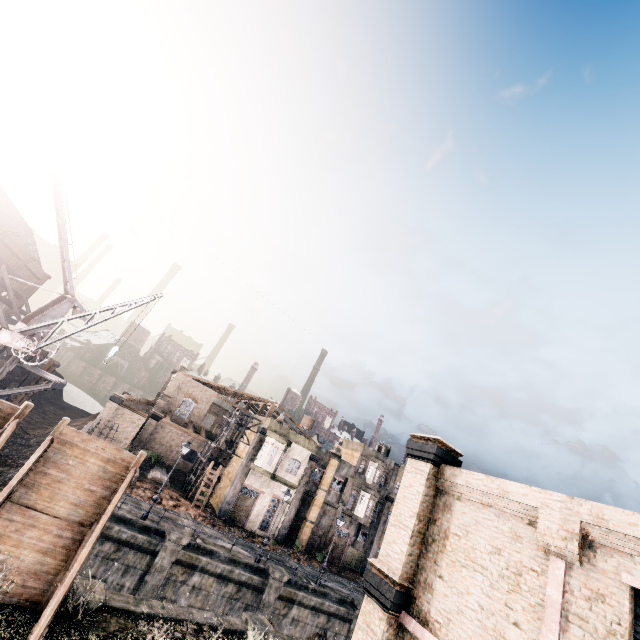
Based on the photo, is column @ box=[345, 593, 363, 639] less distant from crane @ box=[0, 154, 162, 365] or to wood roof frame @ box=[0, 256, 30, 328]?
crane @ box=[0, 154, 162, 365]

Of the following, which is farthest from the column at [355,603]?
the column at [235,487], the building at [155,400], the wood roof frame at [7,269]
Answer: the wood roof frame at [7,269]

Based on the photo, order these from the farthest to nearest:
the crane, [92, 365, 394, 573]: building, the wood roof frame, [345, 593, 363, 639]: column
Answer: [92, 365, 394, 573]: building, the wood roof frame, [345, 593, 363, 639]: column, the crane

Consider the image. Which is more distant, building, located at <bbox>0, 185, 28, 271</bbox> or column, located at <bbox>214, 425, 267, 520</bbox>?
Answer: building, located at <bbox>0, 185, 28, 271</bbox>

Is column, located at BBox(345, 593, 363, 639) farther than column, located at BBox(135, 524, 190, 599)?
Yes

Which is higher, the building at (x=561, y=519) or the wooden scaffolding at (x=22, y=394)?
the building at (x=561, y=519)

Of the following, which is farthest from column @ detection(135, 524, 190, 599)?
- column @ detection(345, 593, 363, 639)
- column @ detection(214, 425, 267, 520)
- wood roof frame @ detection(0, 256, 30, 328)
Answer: wood roof frame @ detection(0, 256, 30, 328)

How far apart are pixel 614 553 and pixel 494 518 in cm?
273
